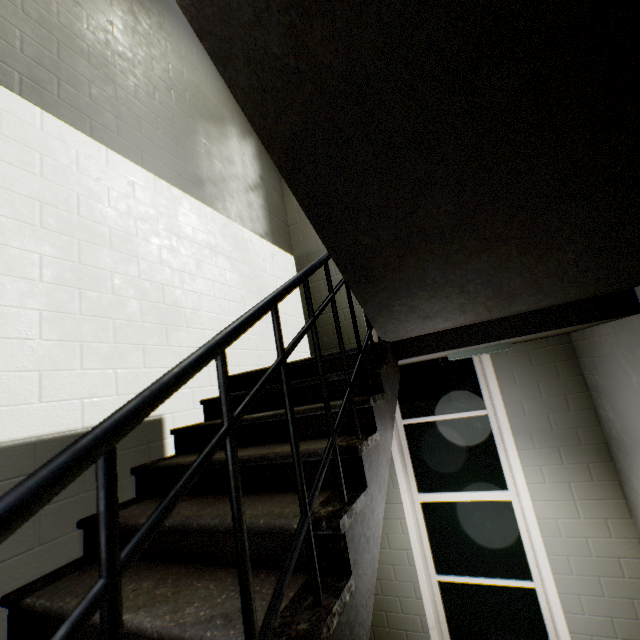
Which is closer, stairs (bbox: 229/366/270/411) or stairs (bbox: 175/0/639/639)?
stairs (bbox: 175/0/639/639)

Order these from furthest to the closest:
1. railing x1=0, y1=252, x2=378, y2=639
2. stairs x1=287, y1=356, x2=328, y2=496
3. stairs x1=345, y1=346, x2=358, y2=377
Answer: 1. stairs x1=345, y1=346, x2=358, y2=377
2. stairs x1=287, y1=356, x2=328, y2=496
3. railing x1=0, y1=252, x2=378, y2=639

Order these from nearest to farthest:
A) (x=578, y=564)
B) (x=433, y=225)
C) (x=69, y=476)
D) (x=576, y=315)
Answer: (x=69, y=476) < (x=433, y=225) < (x=576, y=315) < (x=578, y=564)

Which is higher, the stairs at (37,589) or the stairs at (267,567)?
the stairs at (267,567)

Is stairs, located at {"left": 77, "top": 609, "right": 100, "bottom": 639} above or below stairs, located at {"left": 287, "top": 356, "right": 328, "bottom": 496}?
below

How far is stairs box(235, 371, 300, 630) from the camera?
1.17m

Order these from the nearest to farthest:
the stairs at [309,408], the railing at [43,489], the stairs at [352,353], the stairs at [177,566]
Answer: the railing at [43,489] → the stairs at [177,566] → the stairs at [309,408] → the stairs at [352,353]
